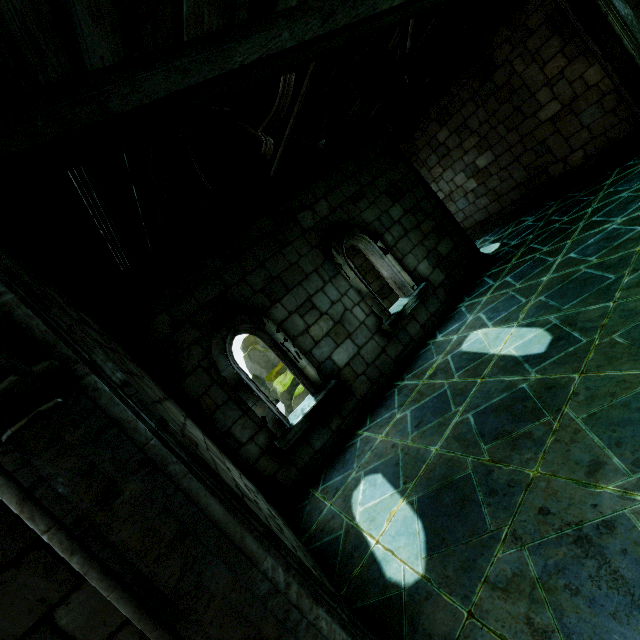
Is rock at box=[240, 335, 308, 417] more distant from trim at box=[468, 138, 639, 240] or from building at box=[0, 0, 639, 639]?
trim at box=[468, 138, 639, 240]

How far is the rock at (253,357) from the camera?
20.3 meters

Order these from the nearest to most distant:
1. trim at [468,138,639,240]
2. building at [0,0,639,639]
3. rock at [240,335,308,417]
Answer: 1. building at [0,0,639,639]
2. trim at [468,138,639,240]
3. rock at [240,335,308,417]

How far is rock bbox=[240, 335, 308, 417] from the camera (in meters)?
20.28

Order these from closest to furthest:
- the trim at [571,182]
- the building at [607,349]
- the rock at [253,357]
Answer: the building at [607,349] < the trim at [571,182] < the rock at [253,357]

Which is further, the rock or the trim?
the rock

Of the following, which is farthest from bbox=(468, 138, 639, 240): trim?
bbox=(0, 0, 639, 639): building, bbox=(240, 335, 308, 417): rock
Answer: bbox=(240, 335, 308, 417): rock

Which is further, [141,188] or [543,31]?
[543,31]
